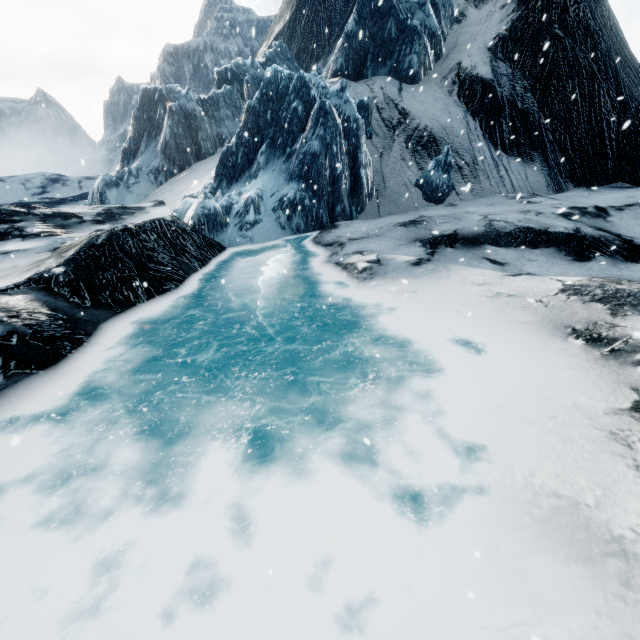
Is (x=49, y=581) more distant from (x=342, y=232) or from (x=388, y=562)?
(x=342, y=232)
